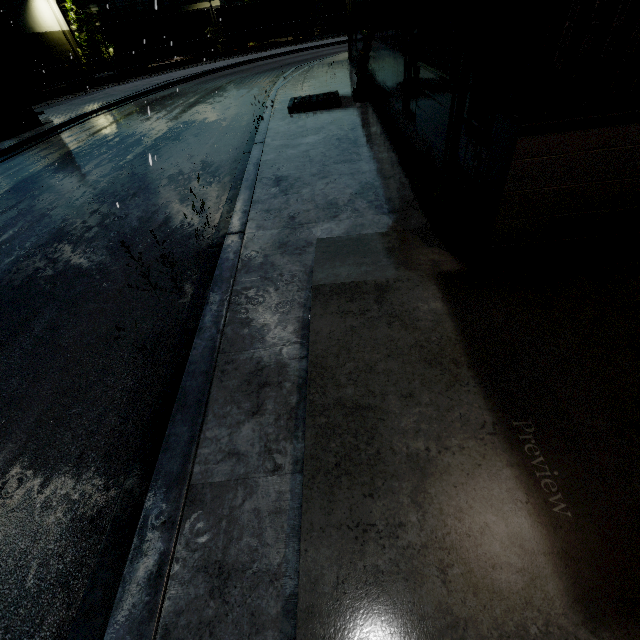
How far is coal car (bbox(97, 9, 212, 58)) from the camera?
33.8m

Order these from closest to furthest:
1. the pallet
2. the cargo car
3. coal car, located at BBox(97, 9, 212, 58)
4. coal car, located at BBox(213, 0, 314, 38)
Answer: the pallet < coal car, located at BBox(97, 9, 212, 58) < coal car, located at BBox(213, 0, 314, 38) < the cargo car

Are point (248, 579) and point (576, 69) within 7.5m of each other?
yes

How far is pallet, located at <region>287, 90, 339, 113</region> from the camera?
11.7 meters

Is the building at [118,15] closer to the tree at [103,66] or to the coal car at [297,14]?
the tree at [103,66]

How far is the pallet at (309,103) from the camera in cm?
1171

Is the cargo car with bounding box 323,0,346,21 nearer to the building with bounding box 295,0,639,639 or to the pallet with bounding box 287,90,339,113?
the building with bounding box 295,0,639,639

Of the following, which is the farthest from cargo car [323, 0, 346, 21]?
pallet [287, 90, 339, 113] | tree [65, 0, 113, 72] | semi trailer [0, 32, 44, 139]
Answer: pallet [287, 90, 339, 113]
